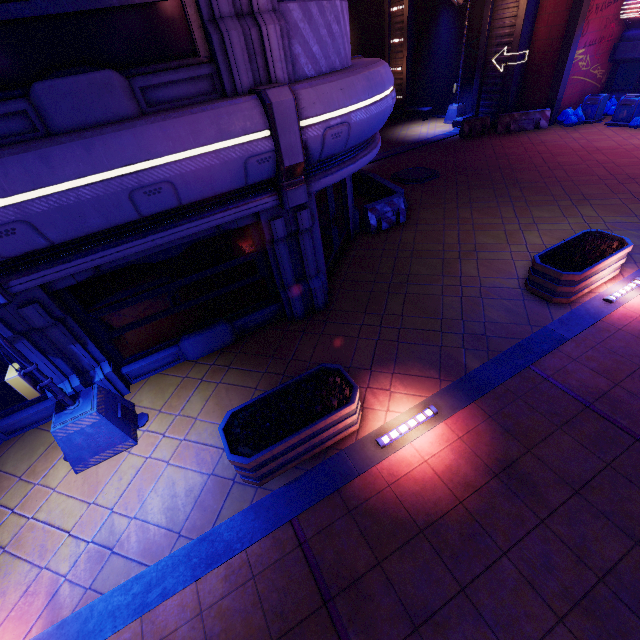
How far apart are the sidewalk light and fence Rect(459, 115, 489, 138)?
18.11m

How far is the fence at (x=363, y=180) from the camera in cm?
1071

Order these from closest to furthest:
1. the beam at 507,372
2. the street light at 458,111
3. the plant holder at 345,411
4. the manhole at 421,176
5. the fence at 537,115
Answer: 1. the beam at 507,372
2. the plant holder at 345,411
3. the manhole at 421,176
4. the fence at 537,115
5. the street light at 458,111

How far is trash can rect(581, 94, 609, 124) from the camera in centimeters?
1636cm

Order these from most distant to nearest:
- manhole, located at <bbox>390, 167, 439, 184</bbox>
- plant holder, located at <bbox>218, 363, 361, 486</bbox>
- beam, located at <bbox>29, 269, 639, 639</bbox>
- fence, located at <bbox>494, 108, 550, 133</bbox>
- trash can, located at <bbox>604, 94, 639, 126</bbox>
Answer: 1. fence, located at <bbox>494, 108, 550, 133</bbox>
2. trash can, located at <bbox>604, 94, 639, 126</bbox>
3. manhole, located at <bbox>390, 167, 439, 184</bbox>
4. plant holder, located at <bbox>218, 363, 361, 486</bbox>
5. beam, located at <bbox>29, 269, 639, 639</bbox>

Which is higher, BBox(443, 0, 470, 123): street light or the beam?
BBox(443, 0, 470, 123): street light

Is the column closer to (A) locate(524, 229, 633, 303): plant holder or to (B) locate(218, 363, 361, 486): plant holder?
(A) locate(524, 229, 633, 303): plant holder

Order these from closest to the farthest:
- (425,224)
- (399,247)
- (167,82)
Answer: (167,82) → (399,247) → (425,224)
